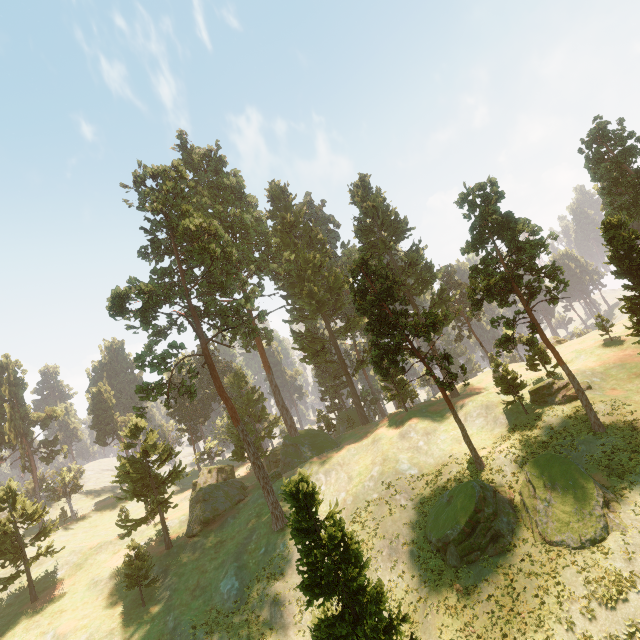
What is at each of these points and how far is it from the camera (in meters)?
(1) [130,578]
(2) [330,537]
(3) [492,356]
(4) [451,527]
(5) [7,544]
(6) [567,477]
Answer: (1) treerock, 32.78
(2) treerock, 16.14
(3) treerock, 54.09
(4) treerock, 24.36
(5) treerock, 36.19
(6) treerock, 22.67

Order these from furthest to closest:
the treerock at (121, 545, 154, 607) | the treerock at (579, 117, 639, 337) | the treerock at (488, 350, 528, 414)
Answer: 1. the treerock at (488, 350, 528, 414)
2. the treerock at (121, 545, 154, 607)
3. the treerock at (579, 117, 639, 337)

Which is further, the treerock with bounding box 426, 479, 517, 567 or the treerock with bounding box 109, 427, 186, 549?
the treerock with bounding box 109, 427, 186, 549

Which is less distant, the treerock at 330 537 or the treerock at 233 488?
the treerock at 330 537

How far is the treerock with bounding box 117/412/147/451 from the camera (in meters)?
39.72

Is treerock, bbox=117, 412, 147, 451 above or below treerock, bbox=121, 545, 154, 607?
above

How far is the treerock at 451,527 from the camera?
23.8 meters
